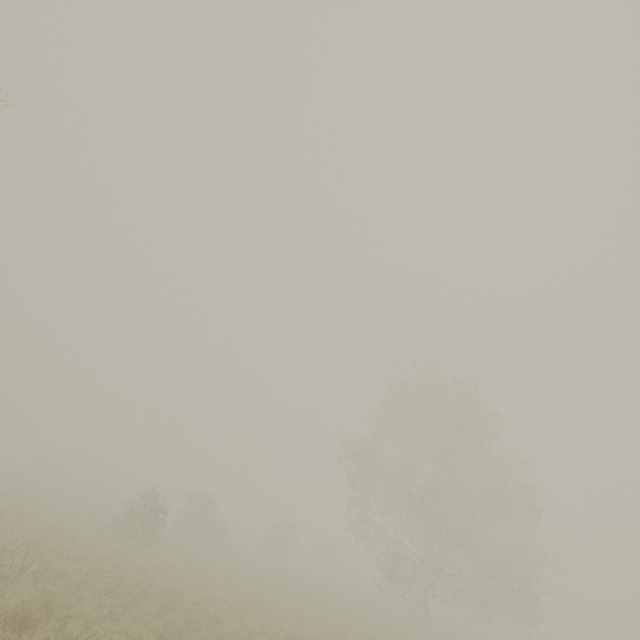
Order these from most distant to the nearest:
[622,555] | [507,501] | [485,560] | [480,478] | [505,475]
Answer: [622,555]
[480,478]
[505,475]
[507,501]
[485,560]
